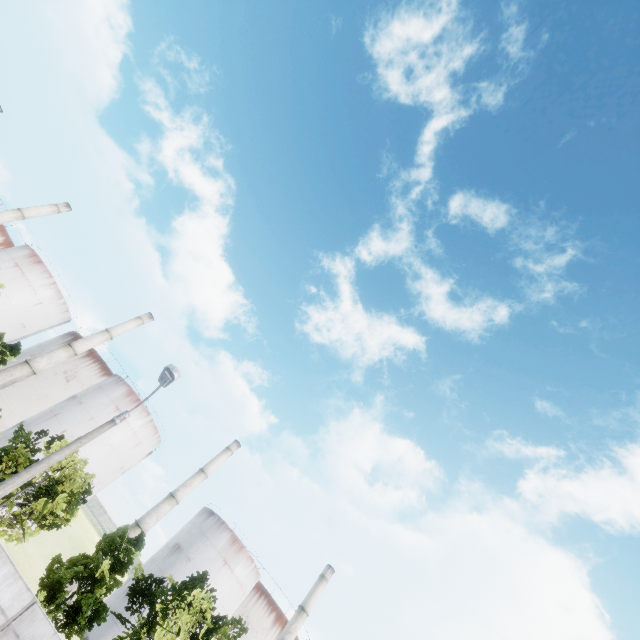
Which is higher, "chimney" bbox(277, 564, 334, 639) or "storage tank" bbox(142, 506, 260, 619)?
"chimney" bbox(277, 564, 334, 639)

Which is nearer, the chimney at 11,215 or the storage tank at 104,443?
the storage tank at 104,443

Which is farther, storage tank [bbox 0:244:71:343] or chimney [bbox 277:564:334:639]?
storage tank [bbox 0:244:71:343]

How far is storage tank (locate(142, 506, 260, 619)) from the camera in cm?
4070

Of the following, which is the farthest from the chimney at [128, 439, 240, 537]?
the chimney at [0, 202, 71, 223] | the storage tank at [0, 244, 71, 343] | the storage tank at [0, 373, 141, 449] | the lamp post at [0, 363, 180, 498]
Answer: the chimney at [0, 202, 71, 223]

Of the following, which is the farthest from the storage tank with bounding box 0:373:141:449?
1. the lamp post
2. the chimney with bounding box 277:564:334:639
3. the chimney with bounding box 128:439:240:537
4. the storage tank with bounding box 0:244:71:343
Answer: the lamp post

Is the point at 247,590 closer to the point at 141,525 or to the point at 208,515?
the point at 208,515

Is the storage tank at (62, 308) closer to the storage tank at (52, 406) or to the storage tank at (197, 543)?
the storage tank at (52, 406)
